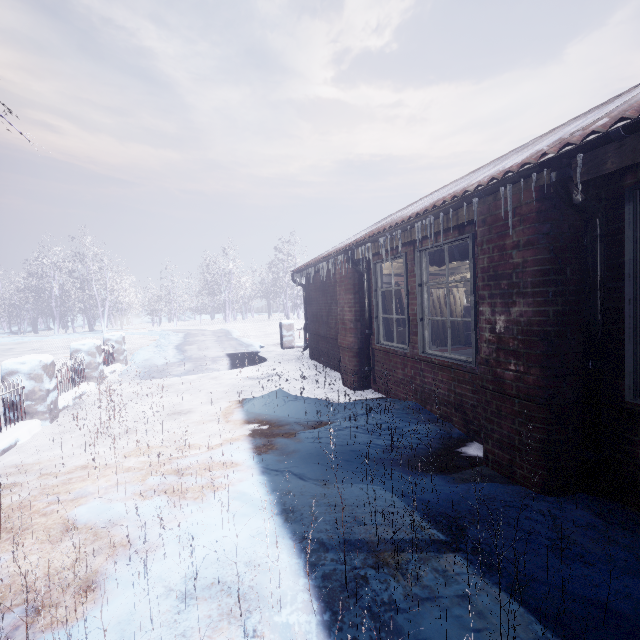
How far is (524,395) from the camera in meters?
2.3 m

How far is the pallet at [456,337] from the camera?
8.16m

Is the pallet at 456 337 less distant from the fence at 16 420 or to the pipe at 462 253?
the pipe at 462 253

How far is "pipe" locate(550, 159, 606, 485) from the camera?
1.9 meters

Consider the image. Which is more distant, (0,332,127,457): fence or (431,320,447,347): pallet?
(431,320,447,347): pallet

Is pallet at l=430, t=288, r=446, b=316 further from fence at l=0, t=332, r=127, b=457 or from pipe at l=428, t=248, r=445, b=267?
fence at l=0, t=332, r=127, b=457

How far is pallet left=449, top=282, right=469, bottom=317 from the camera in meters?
8.3 m

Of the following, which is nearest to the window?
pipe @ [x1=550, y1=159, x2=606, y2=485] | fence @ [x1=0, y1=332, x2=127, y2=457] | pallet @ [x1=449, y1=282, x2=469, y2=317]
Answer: pipe @ [x1=550, y1=159, x2=606, y2=485]
